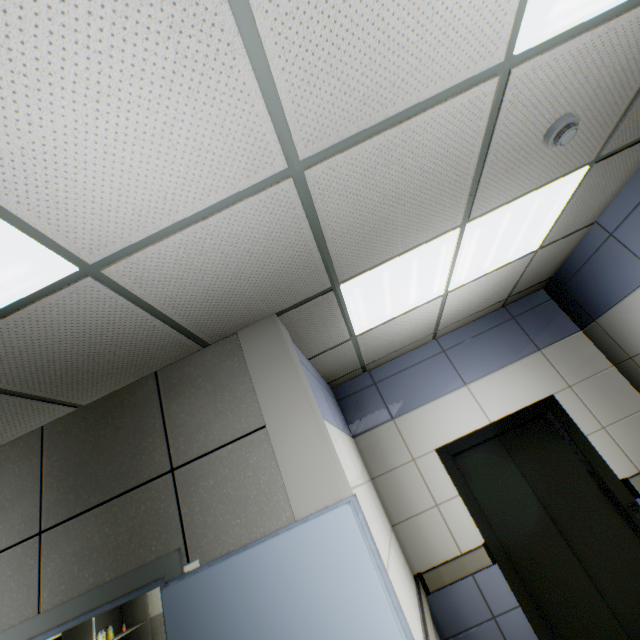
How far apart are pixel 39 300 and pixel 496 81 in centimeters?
225cm

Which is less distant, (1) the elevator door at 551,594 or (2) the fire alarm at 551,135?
(2) the fire alarm at 551,135

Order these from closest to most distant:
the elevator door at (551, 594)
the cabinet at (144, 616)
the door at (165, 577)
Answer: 1. the door at (165, 577)
2. the elevator door at (551, 594)
3. the cabinet at (144, 616)

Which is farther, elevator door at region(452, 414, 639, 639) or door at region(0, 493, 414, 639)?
elevator door at region(452, 414, 639, 639)

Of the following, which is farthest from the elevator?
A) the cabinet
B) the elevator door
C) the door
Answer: the cabinet

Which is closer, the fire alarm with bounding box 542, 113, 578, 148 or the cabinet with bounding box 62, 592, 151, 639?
the fire alarm with bounding box 542, 113, 578, 148

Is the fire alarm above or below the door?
above

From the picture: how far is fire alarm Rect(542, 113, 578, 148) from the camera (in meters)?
1.73
